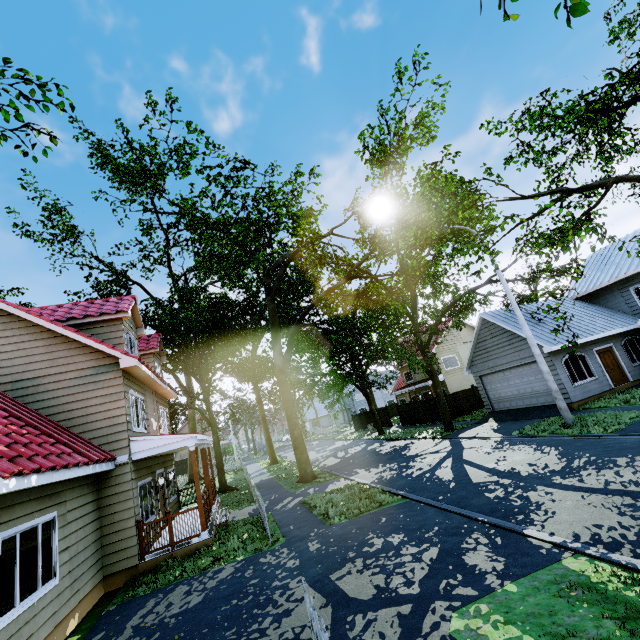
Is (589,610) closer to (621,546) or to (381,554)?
(621,546)

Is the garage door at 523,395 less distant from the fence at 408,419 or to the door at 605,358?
the door at 605,358

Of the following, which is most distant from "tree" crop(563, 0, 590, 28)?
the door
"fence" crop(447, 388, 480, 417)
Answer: the door

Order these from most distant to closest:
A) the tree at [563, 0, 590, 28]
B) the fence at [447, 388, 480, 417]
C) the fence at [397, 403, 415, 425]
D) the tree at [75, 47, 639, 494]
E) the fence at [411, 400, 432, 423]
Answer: the fence at [397, 403, 415, 425] → the fence at [411, 400, 432, 423] → the fence at [447, 388, 480, 417] → the tree at [75, 47, 639, 494] → the tree at [563, 0, 590, 28]

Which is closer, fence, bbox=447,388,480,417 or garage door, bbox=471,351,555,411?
garage door, bbox=471,351,555,411

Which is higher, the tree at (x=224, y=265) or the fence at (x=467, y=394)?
Answer: the tree at (x=224, y=265)

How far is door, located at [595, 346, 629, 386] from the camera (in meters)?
17.69

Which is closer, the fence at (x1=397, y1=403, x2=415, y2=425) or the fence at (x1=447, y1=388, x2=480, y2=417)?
the fence at (x1=447, y1=388, x2=480, y2=417)
